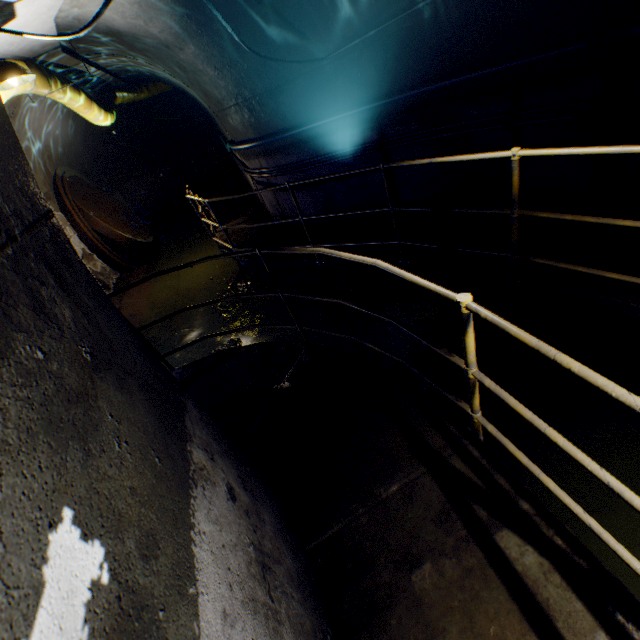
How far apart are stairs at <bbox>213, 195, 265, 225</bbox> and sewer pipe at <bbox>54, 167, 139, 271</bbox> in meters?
2.8 m

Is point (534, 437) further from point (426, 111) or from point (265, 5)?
point (265, 5)

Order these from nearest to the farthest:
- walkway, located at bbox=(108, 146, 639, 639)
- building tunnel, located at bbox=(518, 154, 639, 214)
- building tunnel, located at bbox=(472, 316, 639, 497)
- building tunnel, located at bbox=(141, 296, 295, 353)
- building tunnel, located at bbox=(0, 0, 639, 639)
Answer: building tunnel, located at bbox=(0, 0, 639, 639), walkway, located at bbox=(108, 146, 639, 639), building tunnel, located at bbox=(472, 316, 639, 497), building tunnel, located at bbox=(518, 154, 639, 214), building tunnel, located at bbox=(141, 296, 295, 353)

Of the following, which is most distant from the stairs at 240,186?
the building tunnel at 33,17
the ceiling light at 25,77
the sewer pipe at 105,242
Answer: the ceiling light at 25,77

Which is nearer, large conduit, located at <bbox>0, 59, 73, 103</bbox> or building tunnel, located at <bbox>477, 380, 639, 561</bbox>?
building tunnel, located at <bbox>477, 380, 639, 561</bbox>

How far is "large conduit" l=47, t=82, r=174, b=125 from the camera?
5.66m

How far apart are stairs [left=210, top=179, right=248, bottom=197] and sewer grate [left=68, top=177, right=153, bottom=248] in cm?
205

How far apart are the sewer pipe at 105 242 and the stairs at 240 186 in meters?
2.8 m
